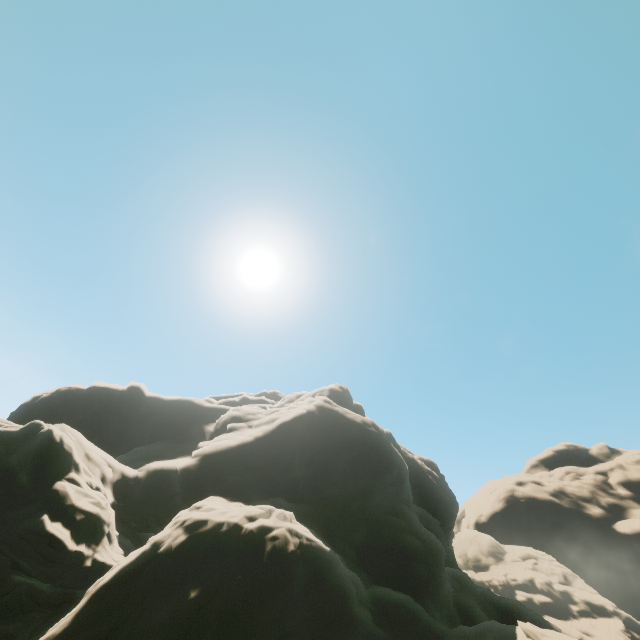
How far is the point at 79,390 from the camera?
41.91m
